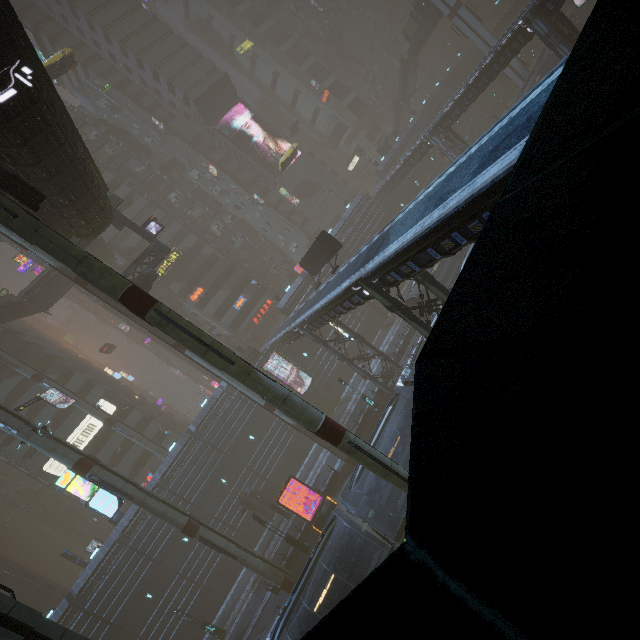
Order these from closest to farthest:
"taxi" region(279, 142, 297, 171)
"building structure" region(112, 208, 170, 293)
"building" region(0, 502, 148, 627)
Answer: "building structure" region(112, 208, 170, 293) → "building" region(0, 502, 148, 627) → "taxi" region(279, 142, 297, 171)

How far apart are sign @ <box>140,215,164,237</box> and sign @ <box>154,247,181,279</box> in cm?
1998

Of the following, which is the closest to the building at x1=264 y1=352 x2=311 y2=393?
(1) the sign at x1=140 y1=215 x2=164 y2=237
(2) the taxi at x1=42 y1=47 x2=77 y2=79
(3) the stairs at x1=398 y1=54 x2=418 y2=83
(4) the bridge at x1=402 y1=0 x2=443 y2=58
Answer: (3) the stairs at x1=398 y1=54 x2=418 y2=83

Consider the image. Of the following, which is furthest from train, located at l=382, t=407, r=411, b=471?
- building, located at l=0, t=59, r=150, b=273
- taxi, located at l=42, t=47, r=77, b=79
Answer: taxi, located at l=42, t=47, r=77, b=79

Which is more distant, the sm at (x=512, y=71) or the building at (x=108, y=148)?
the building at (x=108, y=148)

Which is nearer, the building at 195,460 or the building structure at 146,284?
the building structure at 146,284

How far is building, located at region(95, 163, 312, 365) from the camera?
48.28m

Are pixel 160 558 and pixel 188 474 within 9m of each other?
yes
